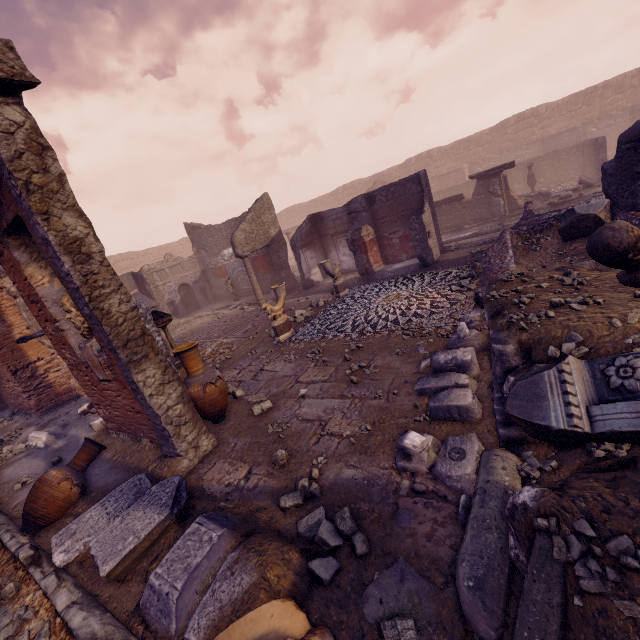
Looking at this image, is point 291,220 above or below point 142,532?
above

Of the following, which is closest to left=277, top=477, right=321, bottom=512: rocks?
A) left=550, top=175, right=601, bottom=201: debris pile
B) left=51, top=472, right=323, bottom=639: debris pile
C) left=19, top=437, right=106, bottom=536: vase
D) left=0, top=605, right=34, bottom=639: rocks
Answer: left=51, top=472, right=323, bottom=639: debris pile

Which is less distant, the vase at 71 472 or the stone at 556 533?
the stone at 556 533

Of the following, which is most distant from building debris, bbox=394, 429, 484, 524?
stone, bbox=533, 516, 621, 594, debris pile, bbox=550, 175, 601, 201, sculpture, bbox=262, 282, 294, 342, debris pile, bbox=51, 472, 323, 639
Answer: debris pile, bbox=550, 175, 601, 201

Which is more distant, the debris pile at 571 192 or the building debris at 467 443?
the debris pile at 571 192

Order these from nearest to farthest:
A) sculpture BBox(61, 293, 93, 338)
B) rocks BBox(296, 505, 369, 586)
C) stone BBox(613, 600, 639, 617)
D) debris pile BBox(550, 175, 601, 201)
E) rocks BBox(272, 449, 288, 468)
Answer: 1. stone BBox(613, 600, 639, 617)
2. rocks BBox(296, 505, 369, 586)
3. rocks BBox(272, 449, 288, 468)
4. sculpture BBox(61, 293, 93, 338)
5. debris pile BBox(550, 175, 601, 201)

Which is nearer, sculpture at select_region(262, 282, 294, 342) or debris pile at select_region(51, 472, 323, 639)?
debris pile at select_region(51, 472, 323, 639)

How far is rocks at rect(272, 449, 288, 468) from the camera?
3.67m
